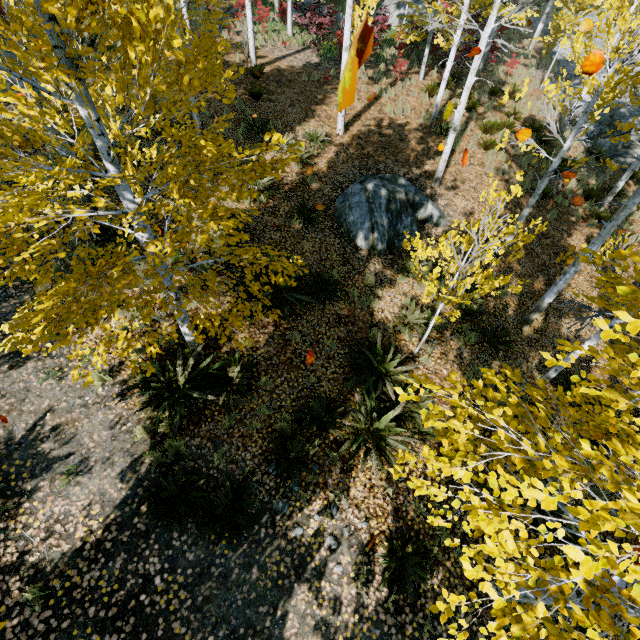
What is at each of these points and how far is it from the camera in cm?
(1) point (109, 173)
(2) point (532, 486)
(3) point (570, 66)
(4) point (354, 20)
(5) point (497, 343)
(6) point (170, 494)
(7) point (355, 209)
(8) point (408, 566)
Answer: (1) instancedfoliageactor, 338
(2) instancedfoliageactor, 319
(3) rock, 2080
(4) instancedfoliageactor, 1119
(5) instancedfoliageactor, 777
(6) instancedfoliageactor, 461
(7) rock, 868
(8) instancedfoliageactor, 468

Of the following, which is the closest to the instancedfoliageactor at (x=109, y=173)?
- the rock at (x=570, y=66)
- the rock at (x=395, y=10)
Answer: the rock at (x=570, y=66)

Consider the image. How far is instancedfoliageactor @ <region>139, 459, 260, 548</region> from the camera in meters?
4.5

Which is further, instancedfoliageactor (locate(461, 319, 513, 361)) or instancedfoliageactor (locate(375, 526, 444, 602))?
instancedfoliageactor (locate(461, 319, 513, 361))

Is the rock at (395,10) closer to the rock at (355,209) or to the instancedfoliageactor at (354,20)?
the instancedfoliageactor at (354,20)

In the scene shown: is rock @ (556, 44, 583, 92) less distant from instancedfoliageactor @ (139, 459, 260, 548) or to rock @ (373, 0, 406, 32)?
instancedfoliageactor @ (139, 459, 260, 548)

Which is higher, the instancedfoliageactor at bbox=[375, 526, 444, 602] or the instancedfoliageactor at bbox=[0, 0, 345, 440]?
the instancedfoliageactor at bbox=[0, 0, 345, 440]

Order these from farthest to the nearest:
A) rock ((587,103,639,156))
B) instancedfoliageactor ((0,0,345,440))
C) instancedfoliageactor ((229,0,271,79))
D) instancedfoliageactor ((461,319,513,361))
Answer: rock ((587,103,639,156)) → instancedfoliageactor ((229,0,271,79)) → instancedfoliageactor ((461,319,513,361)) → instancedfoliageactor ((0,0,345,440))
